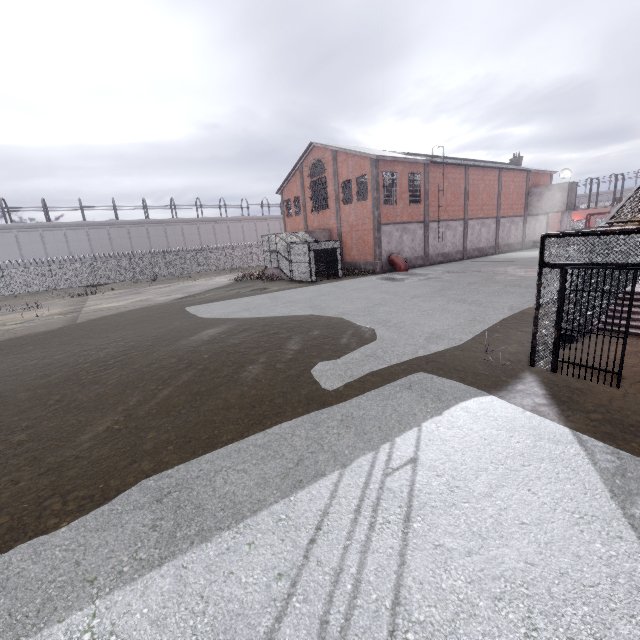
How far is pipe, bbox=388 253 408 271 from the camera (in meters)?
26.41

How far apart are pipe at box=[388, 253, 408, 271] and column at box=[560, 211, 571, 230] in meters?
22.8

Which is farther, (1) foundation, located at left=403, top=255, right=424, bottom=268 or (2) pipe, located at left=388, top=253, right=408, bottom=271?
(1) foundation, located at left=403, top=255, right=424, bottom=268

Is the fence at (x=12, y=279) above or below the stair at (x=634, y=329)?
above

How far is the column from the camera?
35.9m

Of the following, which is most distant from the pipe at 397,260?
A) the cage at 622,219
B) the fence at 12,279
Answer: the fence at 12,279

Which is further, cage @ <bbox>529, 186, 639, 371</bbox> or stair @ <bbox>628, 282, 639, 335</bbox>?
stair @ <bbox>628, 282, 639, 335</bbox>

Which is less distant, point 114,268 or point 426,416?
point 426,416
